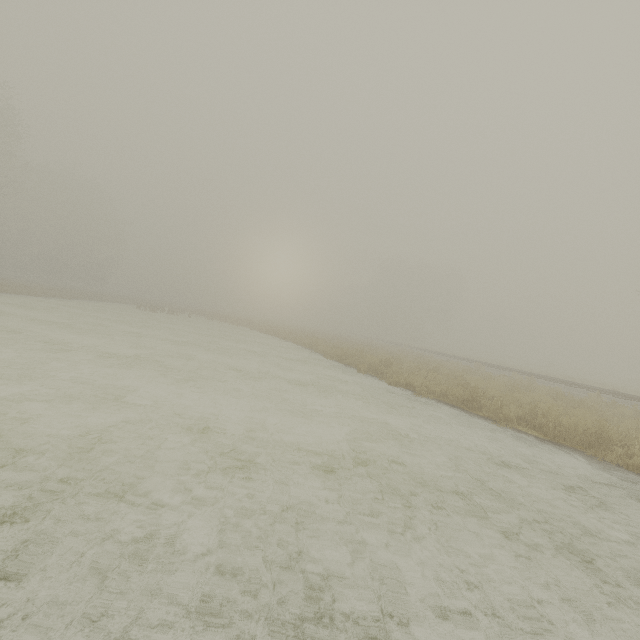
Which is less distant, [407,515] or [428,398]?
[407,515]
